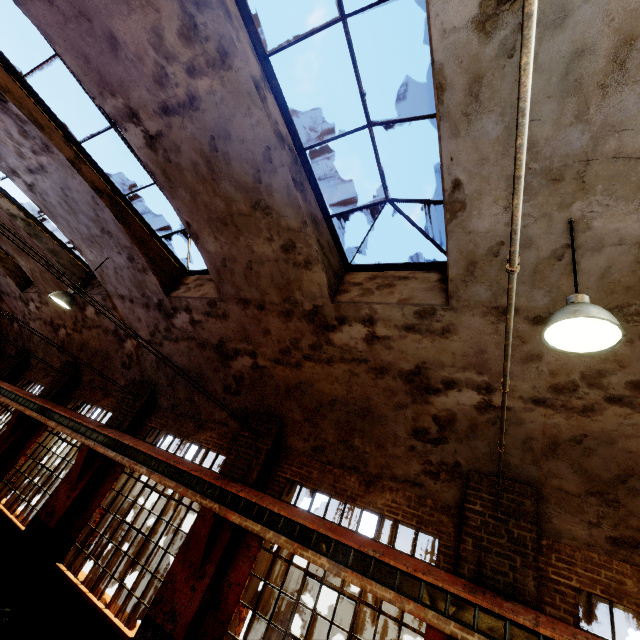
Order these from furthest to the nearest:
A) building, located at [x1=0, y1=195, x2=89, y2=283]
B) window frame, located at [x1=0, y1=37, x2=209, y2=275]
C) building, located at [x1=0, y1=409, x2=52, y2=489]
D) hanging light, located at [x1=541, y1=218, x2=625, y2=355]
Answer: building, located at [x1=0, y1=409, x2=52, y2=489], building, located at [x1=0, y1=195, x2=89, y2=283], window frame, located at [x1=0, y1=37, x2=209, y2=275], hanging light, located at [x1=541, y1=218, x2=625, y2=355]

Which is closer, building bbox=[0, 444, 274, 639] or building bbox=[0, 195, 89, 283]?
building bbox=[0, 444, 274, 639]

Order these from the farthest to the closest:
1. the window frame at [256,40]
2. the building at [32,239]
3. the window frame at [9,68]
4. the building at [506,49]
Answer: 1. the building at [32,239]
2. the window frame at [9,68]
3. the window frame at [256,40]
4. the building at [506,49]

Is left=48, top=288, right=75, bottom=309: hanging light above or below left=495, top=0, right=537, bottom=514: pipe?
above

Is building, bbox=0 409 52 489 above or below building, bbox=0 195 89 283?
below

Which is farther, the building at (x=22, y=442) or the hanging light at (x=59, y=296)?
the building at (x=22, y=442)

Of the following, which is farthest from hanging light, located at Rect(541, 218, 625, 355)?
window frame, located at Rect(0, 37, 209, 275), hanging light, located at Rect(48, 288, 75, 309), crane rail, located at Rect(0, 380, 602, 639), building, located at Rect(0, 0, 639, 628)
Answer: hanging light, located at Rect(48, 288, 75, 309)

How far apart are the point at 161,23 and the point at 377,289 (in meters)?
4.60
